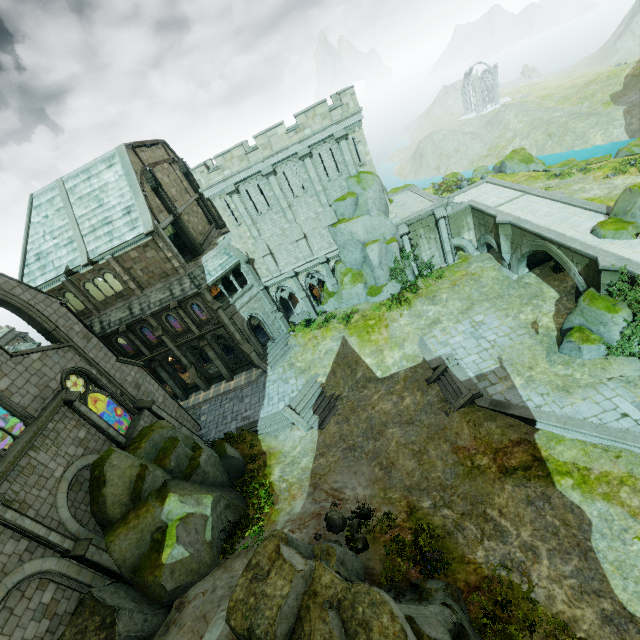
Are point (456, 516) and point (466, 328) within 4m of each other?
no

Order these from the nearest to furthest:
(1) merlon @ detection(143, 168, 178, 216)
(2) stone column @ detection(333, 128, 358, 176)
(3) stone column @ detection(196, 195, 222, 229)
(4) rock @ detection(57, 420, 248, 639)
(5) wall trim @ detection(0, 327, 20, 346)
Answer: (4) rock @ detection(57, 420, 248, 639) < (2) stone column @ detection(333, 128, 358, 176) < (1) merlon @ detection(143, 168, 178, 216) < (3) stone column @ detection(196, 195, 222, 229) < (5) wall trim @ detection(0, 327, 20, 346)

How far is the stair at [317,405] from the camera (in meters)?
23.67

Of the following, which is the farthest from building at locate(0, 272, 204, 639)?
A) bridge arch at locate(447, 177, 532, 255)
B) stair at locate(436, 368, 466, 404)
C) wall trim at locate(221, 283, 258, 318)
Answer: bridge arch at locate(447, 177, 532, 255)

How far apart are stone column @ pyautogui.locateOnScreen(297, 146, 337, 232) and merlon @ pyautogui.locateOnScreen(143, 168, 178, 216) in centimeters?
1174cm

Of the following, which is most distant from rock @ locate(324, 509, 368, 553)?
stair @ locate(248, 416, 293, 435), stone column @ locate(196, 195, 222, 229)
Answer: stone column @ locate(196, 195, 222, 229)

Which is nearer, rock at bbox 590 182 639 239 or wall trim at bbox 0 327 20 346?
rock at bbox 590 182 639 239

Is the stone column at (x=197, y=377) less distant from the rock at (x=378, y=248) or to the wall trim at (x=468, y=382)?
the rock at (x=378, y=248)
